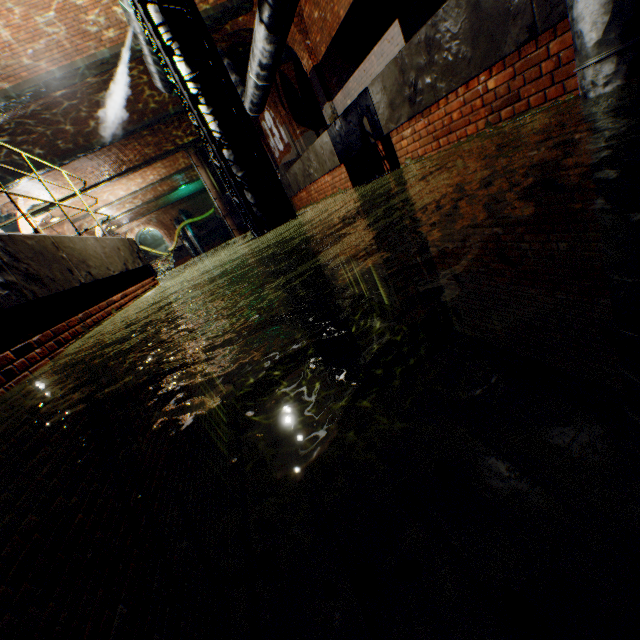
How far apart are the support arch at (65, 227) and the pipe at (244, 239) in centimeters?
913cm

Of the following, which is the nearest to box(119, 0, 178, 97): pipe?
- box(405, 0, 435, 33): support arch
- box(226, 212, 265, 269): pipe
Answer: box(405, 0, 435, 33): support arch

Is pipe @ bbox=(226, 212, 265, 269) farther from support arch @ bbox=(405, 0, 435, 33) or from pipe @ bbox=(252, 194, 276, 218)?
support arch @ bbox=(405, 0, 435, 33)

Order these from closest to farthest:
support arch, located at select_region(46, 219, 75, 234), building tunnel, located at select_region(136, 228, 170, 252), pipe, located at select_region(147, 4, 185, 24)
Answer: pipe, located at select_region(147, 4, 185, 24) < support arch, located at select_region(46, 219, 75, 234) < building tunnel, located at select_region(136, 228, 170, 252)

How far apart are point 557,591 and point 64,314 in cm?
560

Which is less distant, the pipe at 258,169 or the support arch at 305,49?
the pipe at 258,169

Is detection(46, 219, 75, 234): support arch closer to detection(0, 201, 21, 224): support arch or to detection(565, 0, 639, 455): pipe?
detection(0, 201, 21, 224): support arch

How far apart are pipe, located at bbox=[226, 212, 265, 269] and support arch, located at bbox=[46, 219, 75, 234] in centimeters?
913cm
